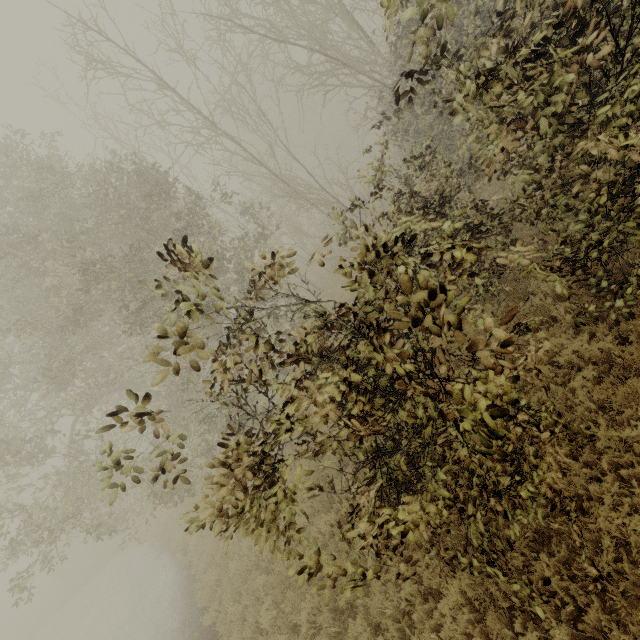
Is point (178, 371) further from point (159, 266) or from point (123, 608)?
point (123, 608)

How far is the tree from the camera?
3.60m

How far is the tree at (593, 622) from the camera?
3.60m
